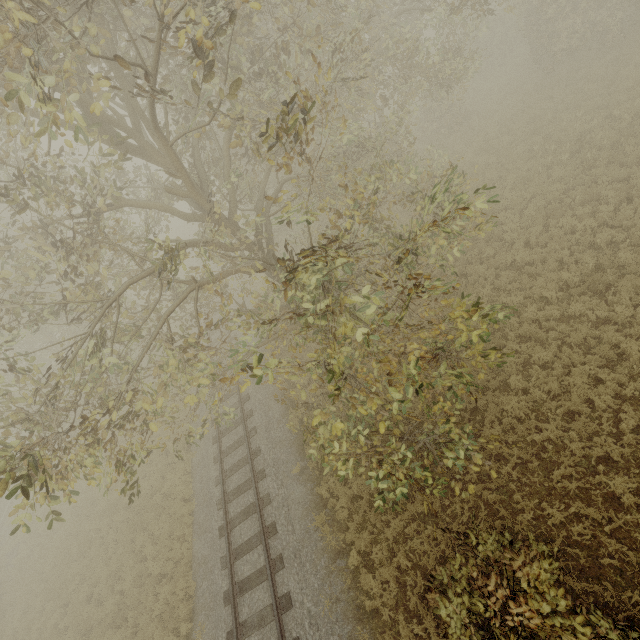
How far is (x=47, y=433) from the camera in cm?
524
